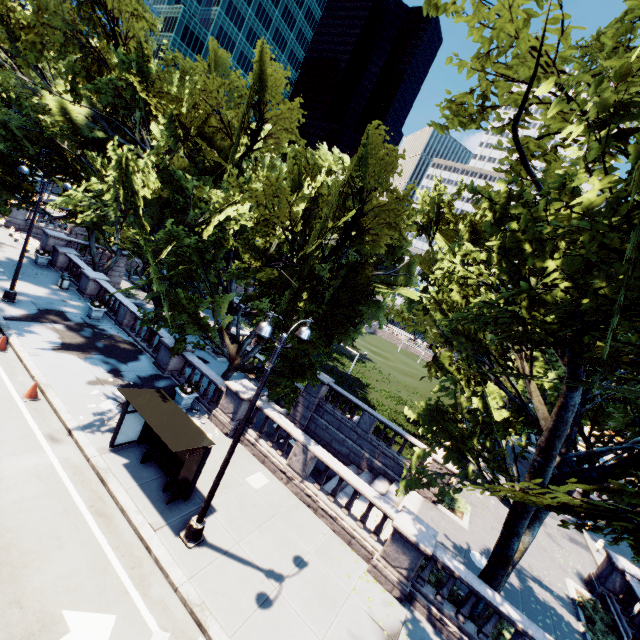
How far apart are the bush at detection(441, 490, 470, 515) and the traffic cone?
19.85m

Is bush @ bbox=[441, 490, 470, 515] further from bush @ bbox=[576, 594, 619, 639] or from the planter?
the planter

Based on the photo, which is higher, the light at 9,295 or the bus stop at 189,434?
the bus stop at 189,434

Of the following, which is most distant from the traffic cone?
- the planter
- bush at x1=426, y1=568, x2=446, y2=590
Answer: bush at x1=426, y1=568, x2=446, y2=590

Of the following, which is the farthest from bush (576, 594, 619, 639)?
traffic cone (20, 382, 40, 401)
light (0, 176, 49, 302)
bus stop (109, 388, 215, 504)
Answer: light (0, 176, 49, 302)

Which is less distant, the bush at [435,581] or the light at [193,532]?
the light at [193,532]

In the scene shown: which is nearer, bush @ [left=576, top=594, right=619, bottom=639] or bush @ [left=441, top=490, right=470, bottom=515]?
bush @ [left=576, top=594, right=619, bottom=639]

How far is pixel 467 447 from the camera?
11.4m
